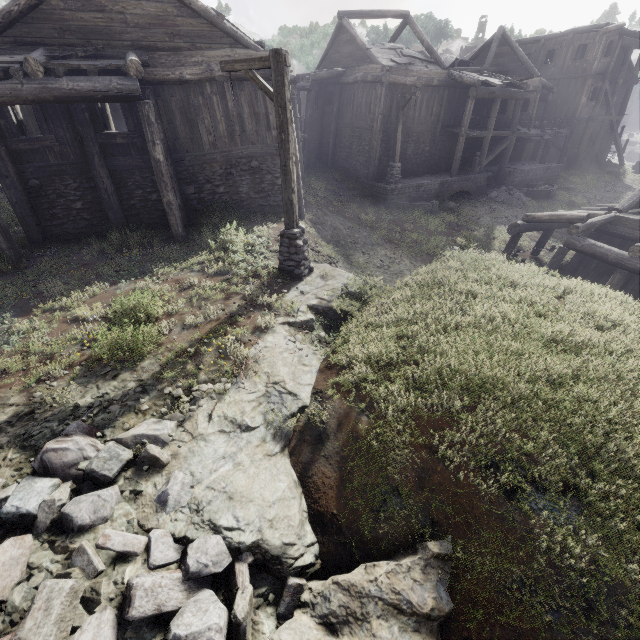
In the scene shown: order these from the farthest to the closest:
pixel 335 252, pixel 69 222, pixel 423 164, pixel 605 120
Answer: pixel 605 120 → pixel 423 164 → pixel 335 252 → pixel 69 222

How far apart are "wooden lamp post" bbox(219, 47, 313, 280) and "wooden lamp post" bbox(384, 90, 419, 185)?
13.0m

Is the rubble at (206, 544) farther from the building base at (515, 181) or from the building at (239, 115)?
the building base at (515, 181)

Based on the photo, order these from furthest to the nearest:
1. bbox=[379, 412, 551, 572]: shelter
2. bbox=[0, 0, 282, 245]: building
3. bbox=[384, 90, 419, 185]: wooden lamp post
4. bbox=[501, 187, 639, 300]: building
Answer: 1. bbox=[384, 90, 419, 185]: wooden lamp post
2. bbox=[501, 187, 639, 300]: building
3. bbox=[0, 0, 282, 245]: building
4. bbox=[379, 412, 551, 572]: shelter

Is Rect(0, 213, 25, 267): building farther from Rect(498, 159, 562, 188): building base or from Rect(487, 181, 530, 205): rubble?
Rect(487, 181, 530, 205): rubble

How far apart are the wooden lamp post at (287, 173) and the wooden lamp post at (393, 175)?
13.0m

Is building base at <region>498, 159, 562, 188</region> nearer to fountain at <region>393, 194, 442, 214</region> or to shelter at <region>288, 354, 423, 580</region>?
fountain at <region>393, 194, 442, 214</region>

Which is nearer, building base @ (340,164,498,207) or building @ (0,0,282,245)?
building @ (0,0,282,245)
